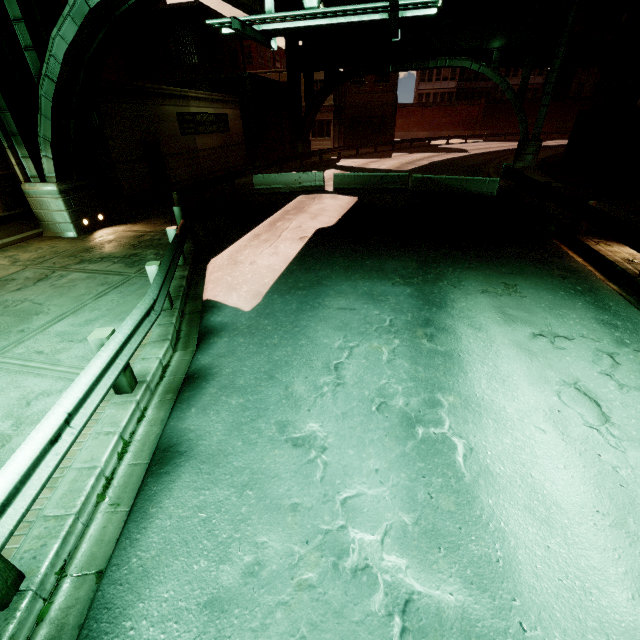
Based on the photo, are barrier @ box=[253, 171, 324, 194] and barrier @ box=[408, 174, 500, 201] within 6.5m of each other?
yes

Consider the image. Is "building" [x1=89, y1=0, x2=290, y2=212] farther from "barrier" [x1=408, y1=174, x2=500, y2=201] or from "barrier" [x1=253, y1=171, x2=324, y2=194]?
"barrier" [x1=408, y1=174, x2=500, y2=201]

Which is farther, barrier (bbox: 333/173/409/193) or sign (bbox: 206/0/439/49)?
barrier (bbox: 333/173/409/193)

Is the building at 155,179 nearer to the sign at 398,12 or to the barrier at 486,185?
the sign at 398,12

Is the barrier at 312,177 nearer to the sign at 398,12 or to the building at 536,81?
the sign at 398,12

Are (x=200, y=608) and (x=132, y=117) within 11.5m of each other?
no

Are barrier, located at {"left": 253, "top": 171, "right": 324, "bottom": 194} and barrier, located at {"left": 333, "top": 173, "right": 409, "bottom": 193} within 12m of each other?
yes

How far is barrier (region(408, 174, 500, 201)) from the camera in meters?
14.8
